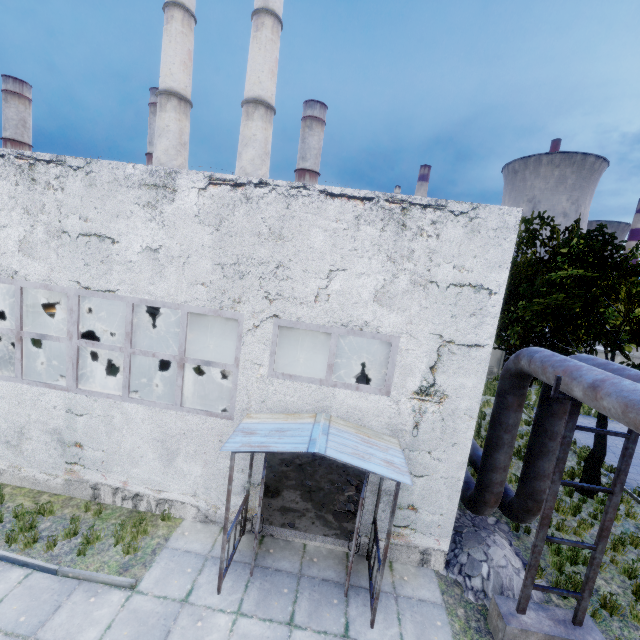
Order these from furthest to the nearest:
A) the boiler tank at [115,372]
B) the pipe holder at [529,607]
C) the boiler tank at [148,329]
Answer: the boiler tank at [148,329] → the boiler tank at [115,372] → the pipe holder at [529,607]

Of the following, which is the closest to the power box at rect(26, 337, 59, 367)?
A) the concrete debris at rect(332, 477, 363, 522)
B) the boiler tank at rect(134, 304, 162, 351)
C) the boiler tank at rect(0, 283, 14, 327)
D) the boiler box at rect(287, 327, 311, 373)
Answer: the boiler tank at rect(0, 283, 14, 327)

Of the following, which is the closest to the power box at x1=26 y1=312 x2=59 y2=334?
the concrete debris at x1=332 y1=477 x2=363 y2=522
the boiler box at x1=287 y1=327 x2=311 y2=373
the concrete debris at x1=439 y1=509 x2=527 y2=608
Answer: the boiler box at x1=287 y1=327 x2=311 y2=373

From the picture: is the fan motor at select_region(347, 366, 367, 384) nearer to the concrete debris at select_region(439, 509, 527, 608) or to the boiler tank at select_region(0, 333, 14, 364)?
the concrete debris at select_region(439, 509, 527, 608)

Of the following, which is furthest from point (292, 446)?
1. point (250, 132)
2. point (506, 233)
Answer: point (250, 132)

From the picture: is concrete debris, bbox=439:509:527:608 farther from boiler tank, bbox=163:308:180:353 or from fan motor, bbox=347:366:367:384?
boiler tank, bbox=163:308:180:353

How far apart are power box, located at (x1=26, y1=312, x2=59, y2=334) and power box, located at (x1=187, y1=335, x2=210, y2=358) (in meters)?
7.25

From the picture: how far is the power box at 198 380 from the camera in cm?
1430
